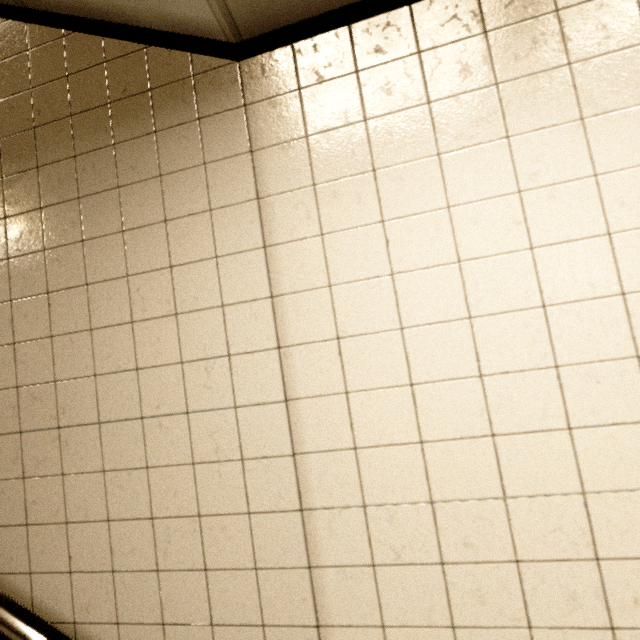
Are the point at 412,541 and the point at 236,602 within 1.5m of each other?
yes
